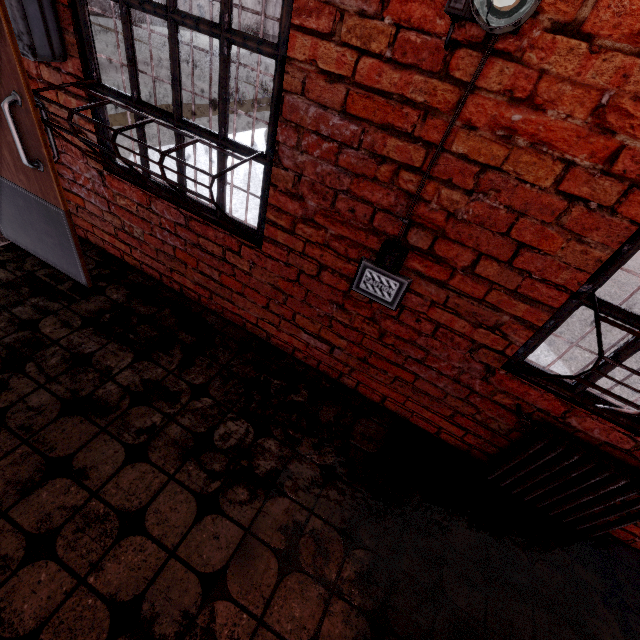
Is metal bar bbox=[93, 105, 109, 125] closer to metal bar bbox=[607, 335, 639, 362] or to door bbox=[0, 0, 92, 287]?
door bbox=[0, 0, 92, 287]

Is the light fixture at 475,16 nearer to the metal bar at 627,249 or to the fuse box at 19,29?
the metal bar at 627,249

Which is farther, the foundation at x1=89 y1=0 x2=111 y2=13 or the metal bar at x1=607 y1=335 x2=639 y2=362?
the foundation at x1=89 y1=0 x2=111 y2=13

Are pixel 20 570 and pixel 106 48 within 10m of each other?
no

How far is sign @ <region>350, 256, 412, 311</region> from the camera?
1.8m

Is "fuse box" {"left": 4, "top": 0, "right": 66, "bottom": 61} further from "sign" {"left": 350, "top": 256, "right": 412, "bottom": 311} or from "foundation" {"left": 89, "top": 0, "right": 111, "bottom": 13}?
"foundation" {"left": 89, "top": 0, "right": 111, "bottom": 13}

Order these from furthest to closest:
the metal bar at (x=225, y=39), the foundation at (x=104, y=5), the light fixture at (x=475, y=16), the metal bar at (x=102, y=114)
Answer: the foundation at (x=104, y=5), the metal bar at (x=102, y=114), the metal bar at (x=225, y=39), the light fixture at (x=475, y=16)

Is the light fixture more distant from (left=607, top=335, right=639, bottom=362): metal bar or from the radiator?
the radiator
